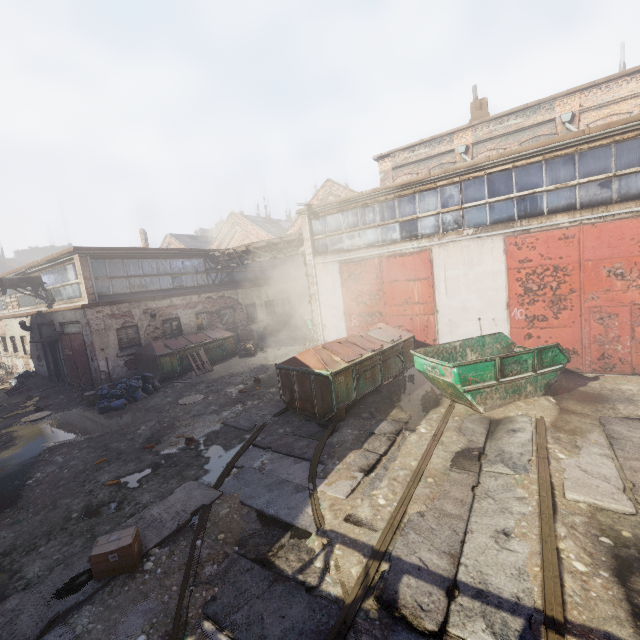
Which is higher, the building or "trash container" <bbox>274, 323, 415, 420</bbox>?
the building

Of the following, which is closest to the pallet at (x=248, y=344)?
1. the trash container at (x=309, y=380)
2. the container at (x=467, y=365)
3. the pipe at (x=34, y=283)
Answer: the trash container at (x=309, y=380)

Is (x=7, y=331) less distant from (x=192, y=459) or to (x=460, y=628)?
(x=192, y=459)

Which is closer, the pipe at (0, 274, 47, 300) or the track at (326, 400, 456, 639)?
the track at (326, 400, 456, 639)

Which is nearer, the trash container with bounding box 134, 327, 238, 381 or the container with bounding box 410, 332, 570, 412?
the container with bounding box 410, 332, 570, 412

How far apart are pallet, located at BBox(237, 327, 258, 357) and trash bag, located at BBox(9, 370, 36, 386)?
11.1m

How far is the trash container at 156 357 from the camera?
14.2 meters

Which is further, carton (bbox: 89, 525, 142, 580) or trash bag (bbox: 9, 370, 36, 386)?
trash bag (bbox: 9, 370, 36, 386)
